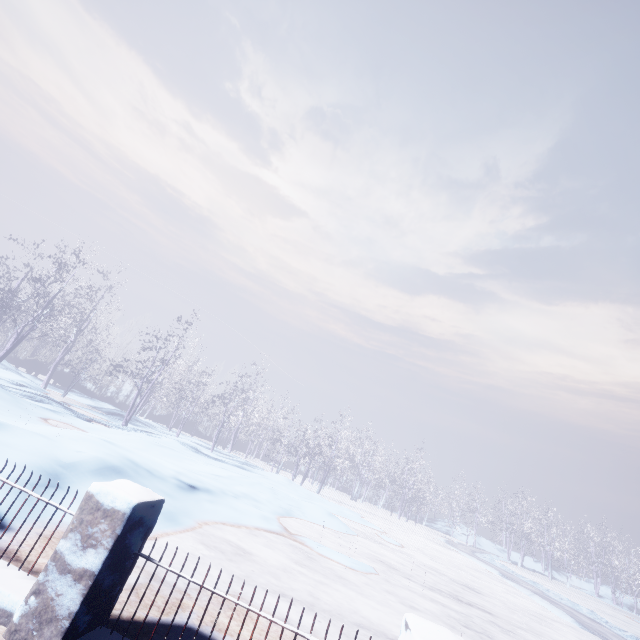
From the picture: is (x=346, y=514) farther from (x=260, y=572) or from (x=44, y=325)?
(x=44, y=325)
